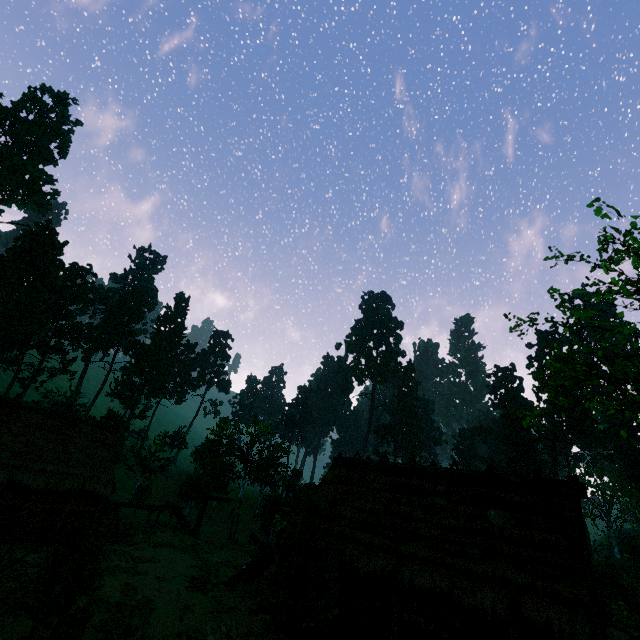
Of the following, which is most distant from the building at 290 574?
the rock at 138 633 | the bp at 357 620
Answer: the rock at 138 633

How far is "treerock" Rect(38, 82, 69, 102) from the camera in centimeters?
5856cm

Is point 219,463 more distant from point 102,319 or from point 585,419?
point 585,419

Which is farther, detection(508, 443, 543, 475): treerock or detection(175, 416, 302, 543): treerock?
detection(508, 443, 543, 475): treerock

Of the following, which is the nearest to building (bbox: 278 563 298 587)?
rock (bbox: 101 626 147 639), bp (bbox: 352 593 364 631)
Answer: bp (bbox: 352 593 364 631)

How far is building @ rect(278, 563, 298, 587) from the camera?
15.09m

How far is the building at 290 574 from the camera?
15.1m
